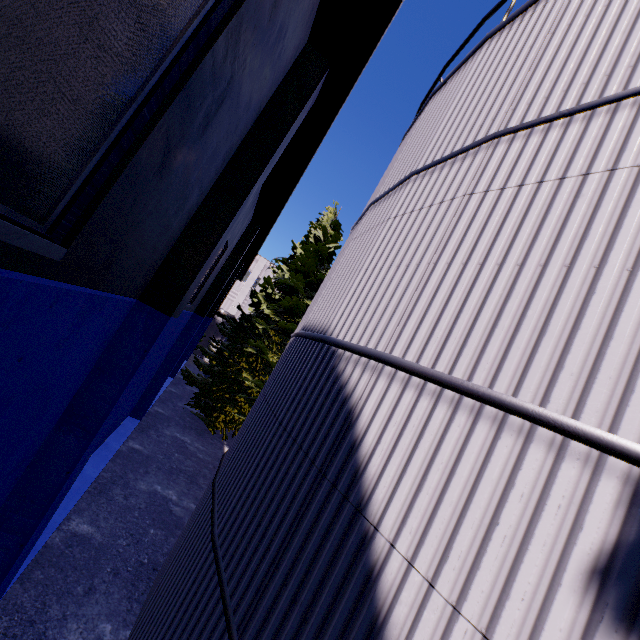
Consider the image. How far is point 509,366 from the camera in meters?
2.5 m

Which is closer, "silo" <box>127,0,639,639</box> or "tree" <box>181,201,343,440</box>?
"silo" <box>127,0,639,639</box>

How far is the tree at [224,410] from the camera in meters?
16.7

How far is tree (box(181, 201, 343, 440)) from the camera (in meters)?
16.72

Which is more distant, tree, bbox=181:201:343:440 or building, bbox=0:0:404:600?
tree, bbox=181:201:343:440

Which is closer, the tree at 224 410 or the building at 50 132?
the building at 50 132
